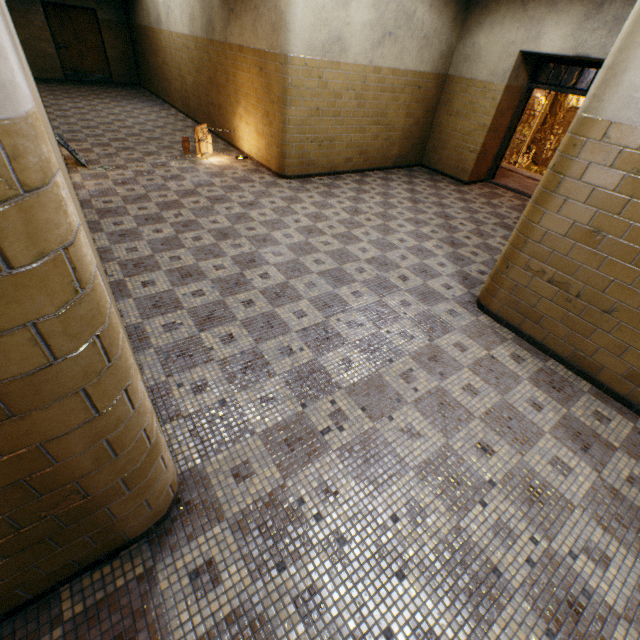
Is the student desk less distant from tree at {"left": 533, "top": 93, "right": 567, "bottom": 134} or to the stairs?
the stairs

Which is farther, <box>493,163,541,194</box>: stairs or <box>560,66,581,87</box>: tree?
<box>560,66,581,87</box>: tree

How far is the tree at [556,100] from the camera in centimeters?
1588cm

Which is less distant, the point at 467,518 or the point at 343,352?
the point at 467,518

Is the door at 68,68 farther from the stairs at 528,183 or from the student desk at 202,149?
the stairs at 528,183

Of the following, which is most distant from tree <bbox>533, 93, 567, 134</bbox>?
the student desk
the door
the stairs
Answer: the door

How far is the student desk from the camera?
6.7m

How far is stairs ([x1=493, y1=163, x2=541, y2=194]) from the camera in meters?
8.2
